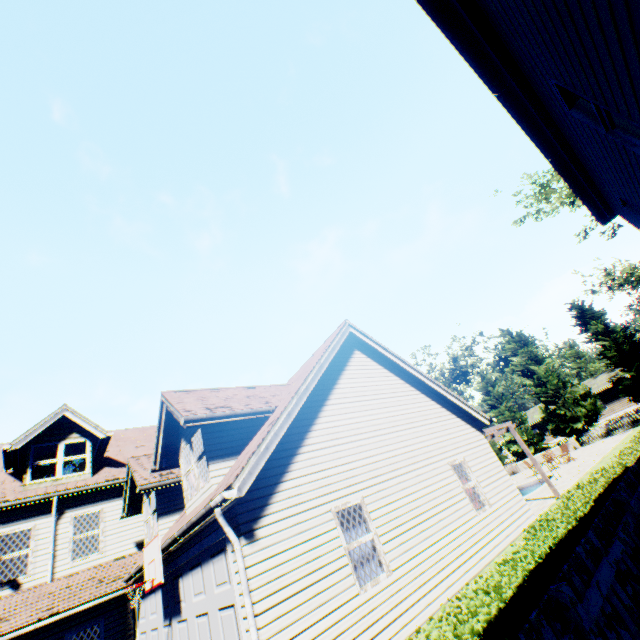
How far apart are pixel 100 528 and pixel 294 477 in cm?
1045

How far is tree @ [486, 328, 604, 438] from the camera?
31.6m

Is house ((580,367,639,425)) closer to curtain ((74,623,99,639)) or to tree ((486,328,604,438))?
tree ((486,328,604,438))

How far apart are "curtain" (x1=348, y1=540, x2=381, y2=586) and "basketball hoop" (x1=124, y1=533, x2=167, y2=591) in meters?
4.2

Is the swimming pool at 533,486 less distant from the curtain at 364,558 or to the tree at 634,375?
the tree at 634,375

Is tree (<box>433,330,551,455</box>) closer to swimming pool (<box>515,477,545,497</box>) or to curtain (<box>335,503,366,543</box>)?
swimming pool (<box>515,477,545,497</box>)

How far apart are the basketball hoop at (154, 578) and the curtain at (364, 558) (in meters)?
4.24

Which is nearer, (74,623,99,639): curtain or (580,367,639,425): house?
(74,623,99,639): curtain
